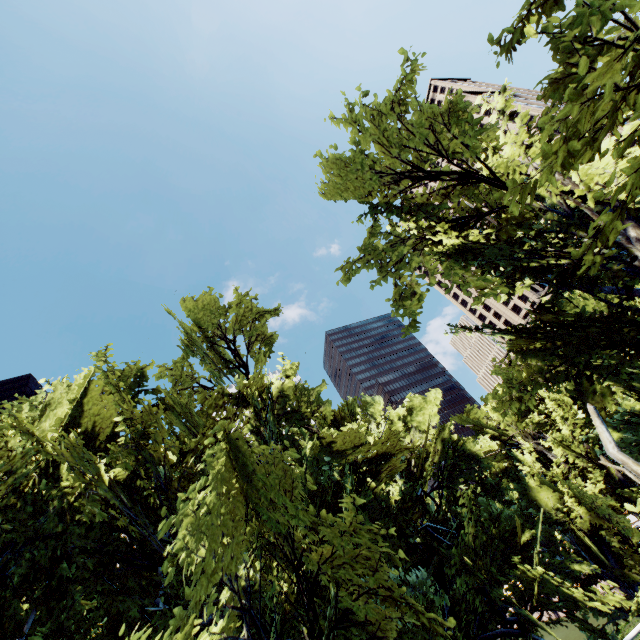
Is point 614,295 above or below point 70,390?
below
